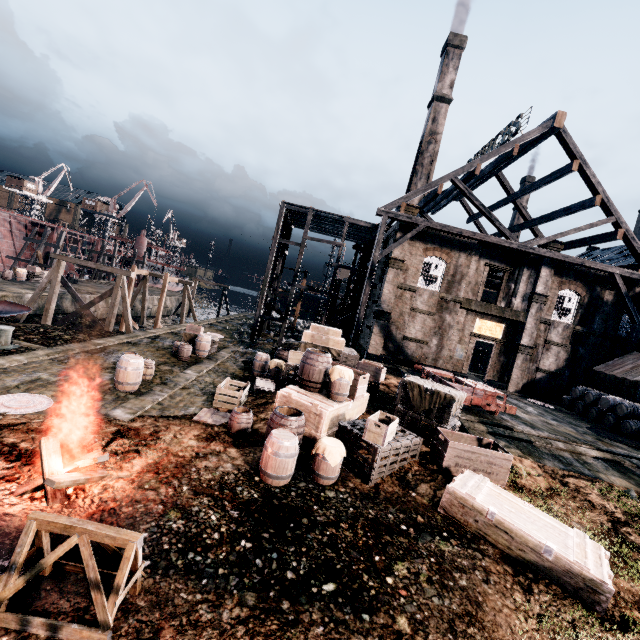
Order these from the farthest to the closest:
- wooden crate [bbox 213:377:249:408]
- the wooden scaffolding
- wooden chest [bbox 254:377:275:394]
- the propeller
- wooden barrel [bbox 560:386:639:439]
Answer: the wooden scaffolding
wooden barrel [bbox 560:386:639:439]
the propeller
wooden chest [bbox 254:377:275:394]
wooden crate [bbox 213:377:249:408]

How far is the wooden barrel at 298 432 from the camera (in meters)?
8.42

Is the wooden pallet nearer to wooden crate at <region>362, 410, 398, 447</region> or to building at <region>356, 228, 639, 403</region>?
wooden crate at <region>362, 410, 398, 447</region>

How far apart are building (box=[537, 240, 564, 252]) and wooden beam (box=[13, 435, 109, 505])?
32.0m

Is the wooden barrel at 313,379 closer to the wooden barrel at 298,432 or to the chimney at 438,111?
the wooden barrel at 298,432

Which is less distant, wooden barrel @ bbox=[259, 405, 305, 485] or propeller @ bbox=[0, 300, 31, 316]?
wooden barrel @ bbox=[259, 405, 305, 485]

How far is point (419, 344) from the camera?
27.55m

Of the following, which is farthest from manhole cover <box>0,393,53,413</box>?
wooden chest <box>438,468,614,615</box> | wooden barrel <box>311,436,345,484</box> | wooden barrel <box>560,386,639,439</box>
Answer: wooden barrel <box>560,386,639,439</box>
